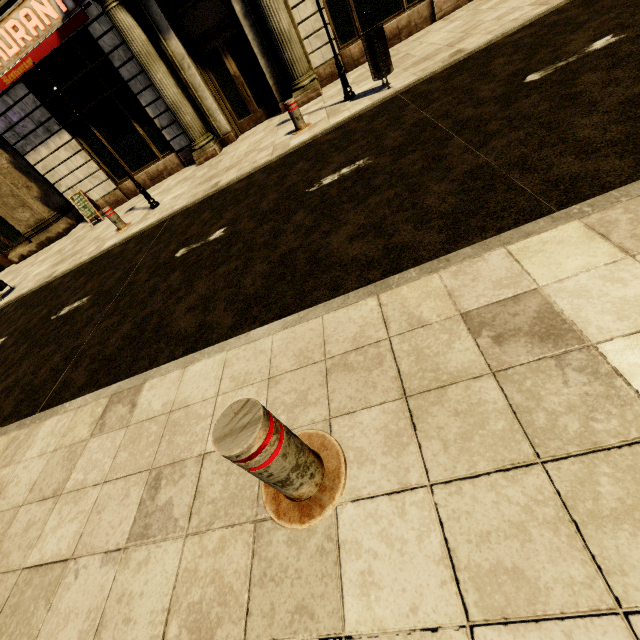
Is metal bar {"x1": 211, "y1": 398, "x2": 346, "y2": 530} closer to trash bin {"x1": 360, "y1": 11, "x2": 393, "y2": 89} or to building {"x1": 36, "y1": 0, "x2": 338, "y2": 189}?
trash bin {"x1": 360, "y1": 11, "x2": 393, "y2": 89}

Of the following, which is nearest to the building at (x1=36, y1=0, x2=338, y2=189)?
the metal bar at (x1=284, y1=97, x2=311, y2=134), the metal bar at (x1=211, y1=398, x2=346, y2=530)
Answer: the metal bar at (x1=284, y1=97, x2=311, y2=134)

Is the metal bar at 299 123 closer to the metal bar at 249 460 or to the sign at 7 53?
the sign at 7 53

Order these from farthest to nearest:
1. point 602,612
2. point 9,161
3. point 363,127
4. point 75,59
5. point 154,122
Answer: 1. point 9,161
2. point 154,122
3. point 75,59
4. point 363,127
5. point 602,612

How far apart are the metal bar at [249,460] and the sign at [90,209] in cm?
1165

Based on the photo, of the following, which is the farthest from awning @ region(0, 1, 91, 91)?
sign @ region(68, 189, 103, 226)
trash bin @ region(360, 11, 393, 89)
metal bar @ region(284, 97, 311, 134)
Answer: trash bin @ region(360, 11, 393, 89)

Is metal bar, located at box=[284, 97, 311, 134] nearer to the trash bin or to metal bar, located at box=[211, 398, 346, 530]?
the trash bin

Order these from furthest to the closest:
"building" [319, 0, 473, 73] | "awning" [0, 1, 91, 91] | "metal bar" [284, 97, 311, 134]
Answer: "building" [319, 0, 473, 73] → "awning" [0, 1, 91, 91] → "metal bar" [284, 97, 311, 134]
